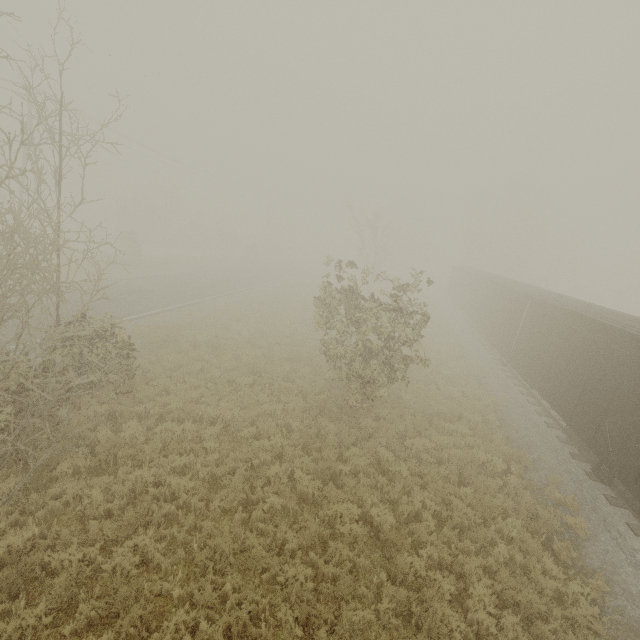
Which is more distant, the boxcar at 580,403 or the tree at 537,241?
the tree at 537,241

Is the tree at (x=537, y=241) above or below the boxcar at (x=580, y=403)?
above

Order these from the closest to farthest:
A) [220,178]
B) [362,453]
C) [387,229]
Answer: [362,453], [387,229], [220,178]

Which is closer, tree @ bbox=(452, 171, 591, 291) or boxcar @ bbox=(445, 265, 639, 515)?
boxcar @ bbox=(445, 265, 639, 515)

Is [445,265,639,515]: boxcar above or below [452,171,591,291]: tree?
below

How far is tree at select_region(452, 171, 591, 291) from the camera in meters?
46.0 m
